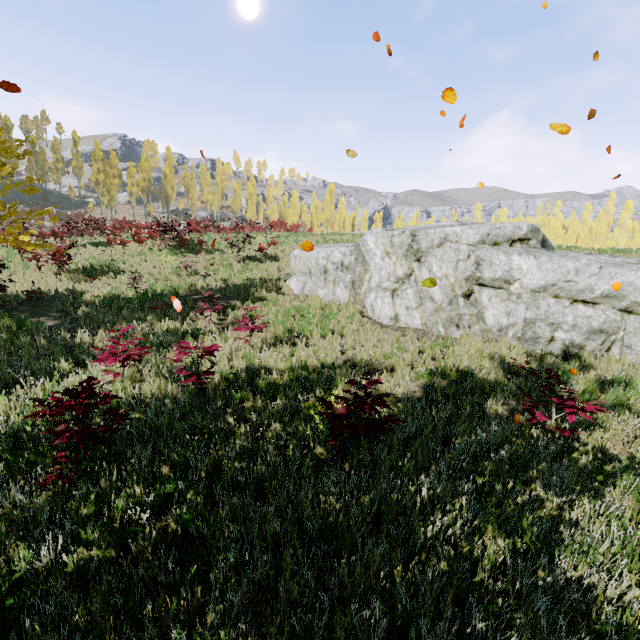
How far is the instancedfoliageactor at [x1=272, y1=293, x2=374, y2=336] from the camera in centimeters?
994cm

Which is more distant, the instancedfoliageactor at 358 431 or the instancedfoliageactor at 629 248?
the instancedfoliageactor at 629 248

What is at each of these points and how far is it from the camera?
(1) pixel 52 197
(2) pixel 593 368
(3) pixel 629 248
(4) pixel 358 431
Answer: (1) rock, 47.3 meters
(2) instancedfoliageactor, 7.8 meters
(3) instancedfoliageactor, 19.7 meters
(4) instancedfoliageactor, 3.7 meters

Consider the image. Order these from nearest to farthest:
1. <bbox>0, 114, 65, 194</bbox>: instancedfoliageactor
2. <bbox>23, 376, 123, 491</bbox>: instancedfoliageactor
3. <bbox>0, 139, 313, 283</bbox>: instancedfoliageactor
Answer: <bbox>23, 376, 123, 491</bbox>: instancedfoliageactor → <bbox>0, 114, 65, 194</bbox>: instancedfoliageactor → <bbox>0, 139, 313, 283</bbox>: instancedfoliageactor

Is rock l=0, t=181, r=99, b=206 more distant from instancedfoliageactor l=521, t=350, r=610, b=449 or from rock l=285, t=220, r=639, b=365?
rock l=285, t=220, r=639, b=365

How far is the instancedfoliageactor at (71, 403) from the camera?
3.6m

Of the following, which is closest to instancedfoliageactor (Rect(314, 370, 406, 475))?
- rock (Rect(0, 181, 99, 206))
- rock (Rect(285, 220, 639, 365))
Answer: rock (Rect(0, 181, 99, 206))
